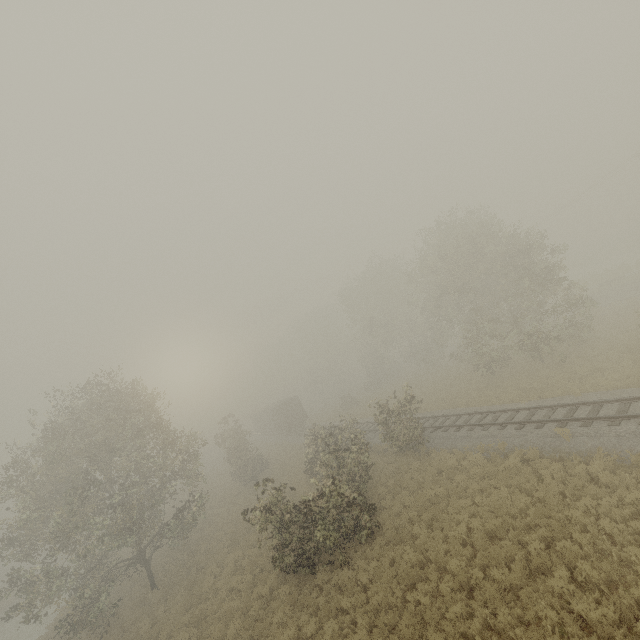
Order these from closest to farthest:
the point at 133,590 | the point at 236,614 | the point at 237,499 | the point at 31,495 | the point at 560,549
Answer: the point at 560,549
the point at 236,614
the point at 31,495
the point at 133,590
the point at 237,499

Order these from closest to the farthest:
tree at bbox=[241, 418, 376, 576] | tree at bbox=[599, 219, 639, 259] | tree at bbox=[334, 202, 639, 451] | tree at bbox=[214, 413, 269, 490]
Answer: tree at bbox=[241, 418, 376, 576] → tree at bbox=[334, 202, 639, 451] → tree at bbox=[214, 413, 269, 490] → tree at bbox=[599, 219, 639, 259]

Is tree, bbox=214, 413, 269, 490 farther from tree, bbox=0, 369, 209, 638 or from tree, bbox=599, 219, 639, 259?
tree, bbox=599, 219, 639, 259

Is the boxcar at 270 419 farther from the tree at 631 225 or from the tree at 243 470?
the tree at 631 225

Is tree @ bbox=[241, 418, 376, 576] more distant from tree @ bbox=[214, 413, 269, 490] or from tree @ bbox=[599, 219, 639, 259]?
tree @ bbox=[599, 219, 639, 259]

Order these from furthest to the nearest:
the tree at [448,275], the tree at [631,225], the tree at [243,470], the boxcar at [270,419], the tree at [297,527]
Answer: the tree at [631,225] → the boxcar at [270,419] → the tree at [243,470] → the tree at [448,275] → the tree at [297,527]
